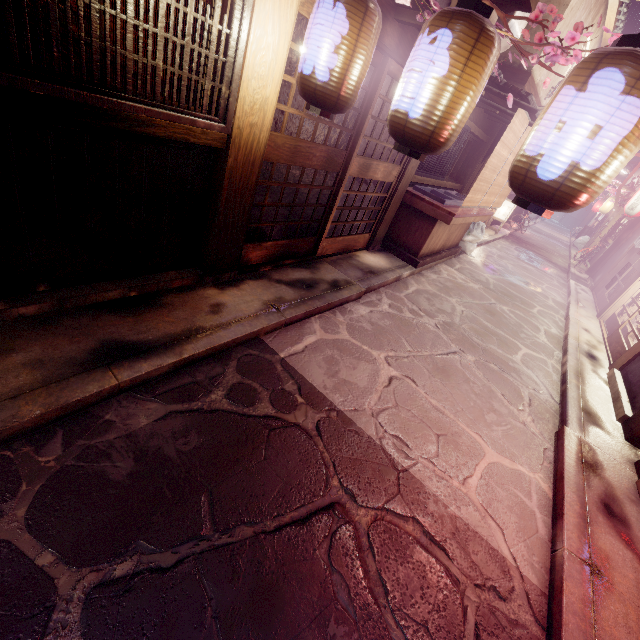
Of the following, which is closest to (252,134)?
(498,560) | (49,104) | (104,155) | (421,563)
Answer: (104,155)

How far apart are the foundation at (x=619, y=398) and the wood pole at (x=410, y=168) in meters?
8.6

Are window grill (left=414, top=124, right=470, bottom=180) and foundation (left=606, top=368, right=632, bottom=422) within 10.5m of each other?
yes

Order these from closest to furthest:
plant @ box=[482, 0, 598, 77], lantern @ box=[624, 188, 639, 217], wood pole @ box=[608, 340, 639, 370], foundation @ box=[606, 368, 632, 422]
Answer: plant @ box=[482, 0, 598, 77], foundation @ box=[606, 368, 632, 422], wood pole @ box=[608, 340, 639, 370], lantern @ box=[624, 188, 639, 217]

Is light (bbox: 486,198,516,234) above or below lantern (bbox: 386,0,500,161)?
below

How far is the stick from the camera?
6.5 meters

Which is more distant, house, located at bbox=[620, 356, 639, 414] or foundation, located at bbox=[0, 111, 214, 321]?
house, located at bbox=[620, 356, 639, 414]

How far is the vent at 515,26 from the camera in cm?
1253
